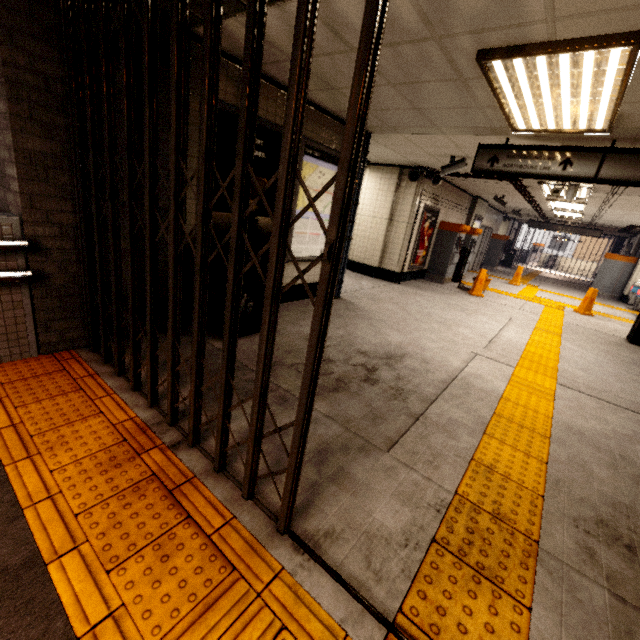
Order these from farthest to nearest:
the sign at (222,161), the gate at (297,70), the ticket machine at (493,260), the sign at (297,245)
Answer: the ticket machine at (493,260), the sign at (297,245), the sign at (222,161), the gate at (297,70)

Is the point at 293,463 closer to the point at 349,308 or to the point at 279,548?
the point at 279,548

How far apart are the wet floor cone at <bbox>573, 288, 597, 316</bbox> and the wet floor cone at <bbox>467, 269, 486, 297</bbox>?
2.85m

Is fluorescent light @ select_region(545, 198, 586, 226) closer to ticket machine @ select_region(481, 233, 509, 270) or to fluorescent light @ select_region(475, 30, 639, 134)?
ticket machine @ select_region(481, 233, 509, 270)

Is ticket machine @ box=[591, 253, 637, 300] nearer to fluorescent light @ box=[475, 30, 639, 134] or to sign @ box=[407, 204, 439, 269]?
sign @ box=[407, 204, 439, 269]

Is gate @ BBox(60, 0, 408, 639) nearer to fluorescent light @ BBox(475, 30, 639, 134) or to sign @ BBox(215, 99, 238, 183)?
sign @ BBox(215, 99, 238, 183)

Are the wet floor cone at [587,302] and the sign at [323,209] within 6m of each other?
no

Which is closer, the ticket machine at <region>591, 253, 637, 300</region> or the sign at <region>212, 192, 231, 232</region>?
the sign at <region>212, 192, 231, 232</region>
